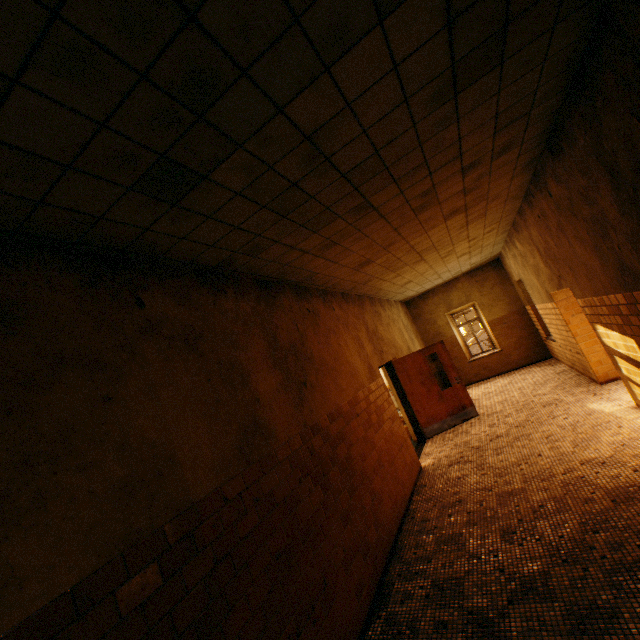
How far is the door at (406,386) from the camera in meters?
8.1 m

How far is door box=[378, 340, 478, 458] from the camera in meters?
8.1

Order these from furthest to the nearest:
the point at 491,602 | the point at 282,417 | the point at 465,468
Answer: the point at 465,468 → the point at 282,417 → the point at 491,602
